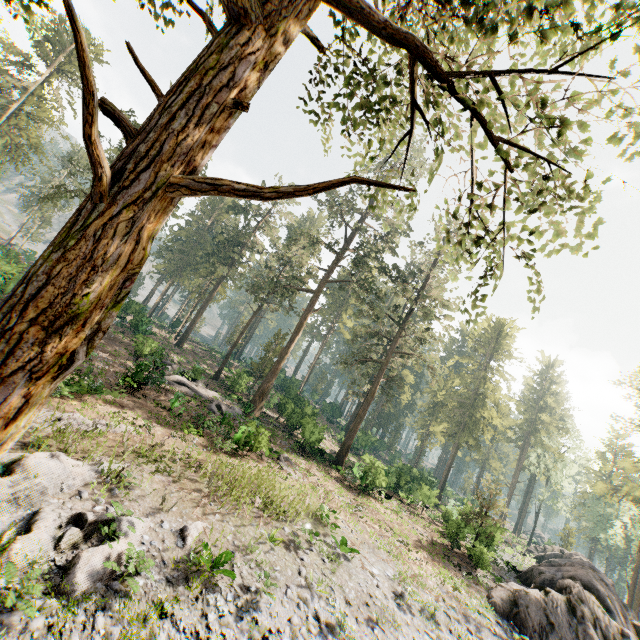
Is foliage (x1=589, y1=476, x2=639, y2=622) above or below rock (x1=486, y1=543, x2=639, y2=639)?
above

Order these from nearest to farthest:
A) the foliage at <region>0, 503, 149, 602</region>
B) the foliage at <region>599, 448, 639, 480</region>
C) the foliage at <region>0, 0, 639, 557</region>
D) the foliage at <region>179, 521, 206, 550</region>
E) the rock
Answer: the foliage at <region>0, 0, 639, 557</region> < the foliage at <region>0, 503, 149, 602</region> < the foliage at <region>179, 521, 206, 550</region> < the rock < the foliage at <region>599, 448, 639, 480</region>

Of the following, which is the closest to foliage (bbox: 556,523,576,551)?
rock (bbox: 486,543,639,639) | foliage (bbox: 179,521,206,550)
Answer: rock (bbox: 486,543,639,639)

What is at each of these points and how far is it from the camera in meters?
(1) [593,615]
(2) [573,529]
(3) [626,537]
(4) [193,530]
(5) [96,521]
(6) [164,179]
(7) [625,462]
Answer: (1) rock, 17.6
(2) foliage, 49.4
(3) foliage, 57.3
(4) foliage, 11.2
(5) foliage, 9.7
(6) foliage, 2.8
(7) foliage, 41.2

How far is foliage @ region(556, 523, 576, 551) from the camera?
48.7m

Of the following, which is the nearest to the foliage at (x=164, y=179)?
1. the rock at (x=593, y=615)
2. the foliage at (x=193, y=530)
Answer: the rock at (x=593, y=615)

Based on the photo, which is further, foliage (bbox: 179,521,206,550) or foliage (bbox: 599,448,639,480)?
foliage (bbox: 599,448,639,480)
